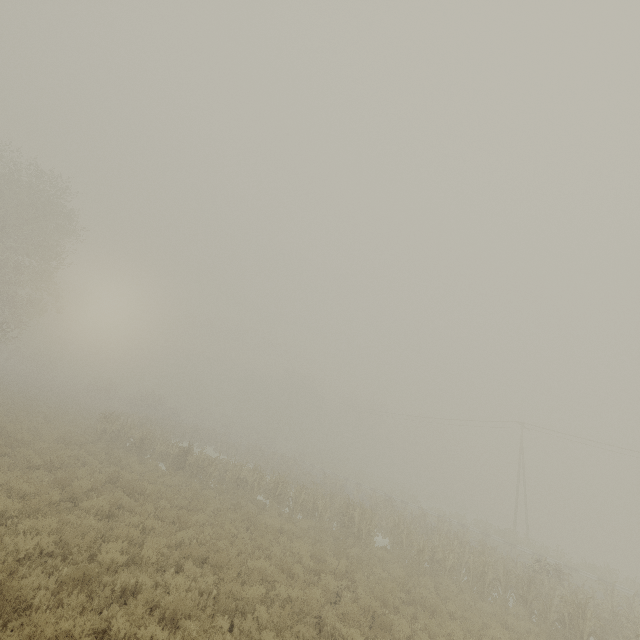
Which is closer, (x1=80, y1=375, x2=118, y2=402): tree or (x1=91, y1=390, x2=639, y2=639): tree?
(x1=91, y1=390, x2=639, y2=639): tree

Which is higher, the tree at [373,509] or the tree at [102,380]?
the tree at [102,380]

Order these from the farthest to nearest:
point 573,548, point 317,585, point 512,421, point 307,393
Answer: point 307,393
point 573,548
point 512,421
point 317,585

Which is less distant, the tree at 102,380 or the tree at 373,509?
the tree at 373,509

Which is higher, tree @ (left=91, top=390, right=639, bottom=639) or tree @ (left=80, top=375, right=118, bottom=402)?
tree @ (left=80, top=375, right=118, bottom=402)

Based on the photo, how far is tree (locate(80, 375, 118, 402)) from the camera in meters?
49.5
